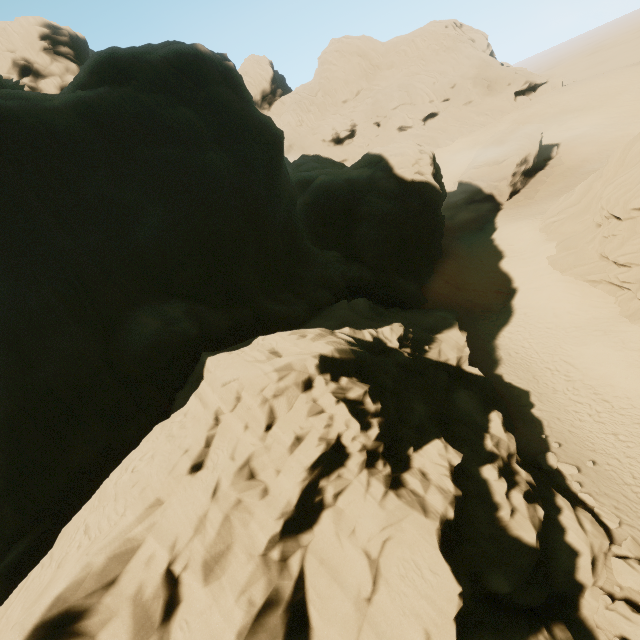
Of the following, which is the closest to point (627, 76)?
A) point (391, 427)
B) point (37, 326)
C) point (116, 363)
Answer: point (391, 427)

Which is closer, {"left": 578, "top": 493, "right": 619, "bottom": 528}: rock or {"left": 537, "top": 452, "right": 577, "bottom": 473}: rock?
{"left": 578, "top": 493, "right": 619, "bottom": 528}: rock

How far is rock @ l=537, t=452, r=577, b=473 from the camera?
14.5m

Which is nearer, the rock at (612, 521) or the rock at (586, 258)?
the rock at (612, 521)

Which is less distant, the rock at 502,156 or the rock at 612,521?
the rock at 612,521

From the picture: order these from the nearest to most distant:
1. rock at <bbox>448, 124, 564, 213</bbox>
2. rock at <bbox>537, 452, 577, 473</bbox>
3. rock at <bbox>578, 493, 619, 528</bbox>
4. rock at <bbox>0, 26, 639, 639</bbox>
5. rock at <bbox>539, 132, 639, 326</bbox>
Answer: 1. rock at <bbox>0, 26, 639, 639</bbox>
2. rock at <bbox>578, 493, 619, 528</bbox>
3. rock at <bbox>537, 452, 577, 473</bbox>
4. rock at <bbox>539, 132, 639, 326</bbox>
5. rock at <bbox>448, 124, 564, 213</bbox>

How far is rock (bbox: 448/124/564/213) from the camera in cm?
3688
